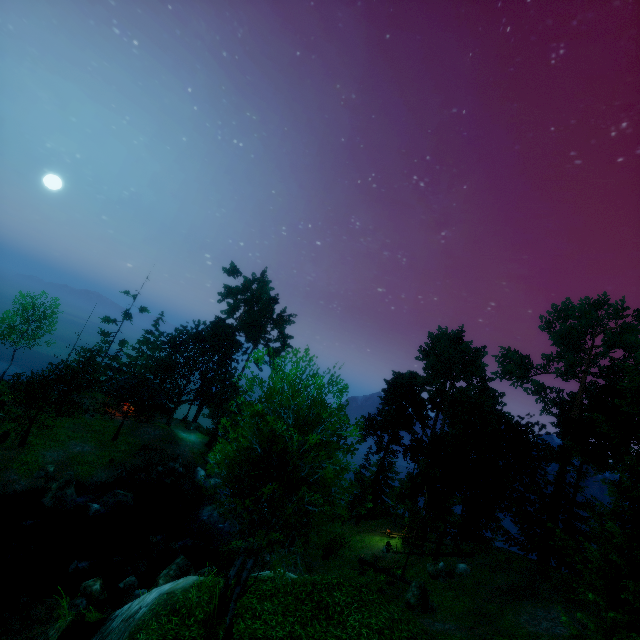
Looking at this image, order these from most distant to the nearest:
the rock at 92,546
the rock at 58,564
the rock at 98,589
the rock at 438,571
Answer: the rock at 438,571, the rock at 92,546, the rock at 58,564, the rock at 98,589

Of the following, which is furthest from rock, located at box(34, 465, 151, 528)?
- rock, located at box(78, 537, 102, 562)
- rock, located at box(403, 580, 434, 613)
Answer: rock, located at box(403, 580, 434, 613)

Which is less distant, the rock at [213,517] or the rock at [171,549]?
the rock at [171,549]

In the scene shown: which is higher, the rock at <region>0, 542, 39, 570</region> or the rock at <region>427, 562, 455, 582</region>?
the rock at <region>427, 562, 455, 582</region>

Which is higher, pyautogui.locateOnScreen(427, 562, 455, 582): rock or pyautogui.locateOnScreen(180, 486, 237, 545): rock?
pyautogui.locateOnScreen(427, 562, 455, 582): rock

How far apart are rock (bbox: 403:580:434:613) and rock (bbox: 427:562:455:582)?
3.3m

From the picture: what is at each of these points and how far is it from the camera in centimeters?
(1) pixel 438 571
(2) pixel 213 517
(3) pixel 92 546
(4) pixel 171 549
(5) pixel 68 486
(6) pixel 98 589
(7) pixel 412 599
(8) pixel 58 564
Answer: (1) rock, 2317cm
(2) rock, 2752cm
(3) rock, 2188cm
(4) rock, 2242cm
(5) rock, 2270cm
(6) rock, 1603cm
(7) rock, 1900cm
(8) rock, 1833cm

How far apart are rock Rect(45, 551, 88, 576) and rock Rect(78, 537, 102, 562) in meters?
2.5
